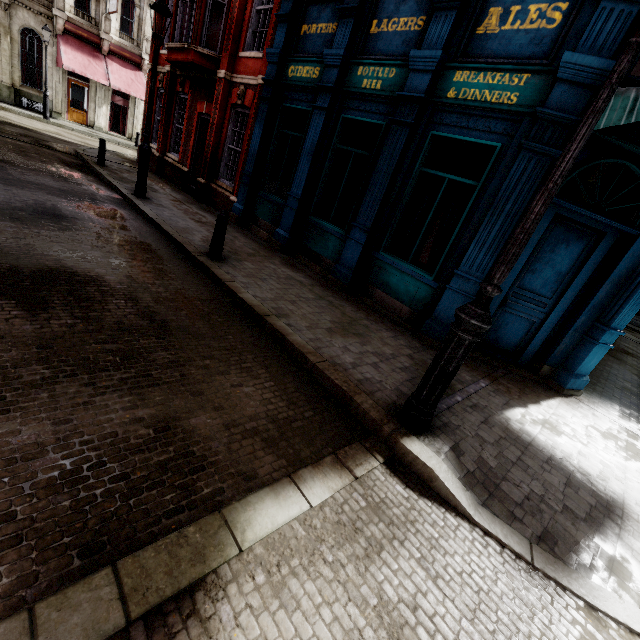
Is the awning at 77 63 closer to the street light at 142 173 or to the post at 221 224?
the street light at 142 173

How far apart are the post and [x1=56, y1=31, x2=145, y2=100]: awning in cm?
2331

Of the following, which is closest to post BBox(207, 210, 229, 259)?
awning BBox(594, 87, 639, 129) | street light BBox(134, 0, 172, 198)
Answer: street light BBox(134, 0, 172, 198)

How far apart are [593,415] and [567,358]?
1.1 meters

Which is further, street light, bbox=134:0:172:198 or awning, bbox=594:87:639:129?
street light, bbox=134:0:172:198

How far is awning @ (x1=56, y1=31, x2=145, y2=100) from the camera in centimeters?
2011cm

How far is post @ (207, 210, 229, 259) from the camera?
6.18m

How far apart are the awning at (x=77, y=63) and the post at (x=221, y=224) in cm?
2331
